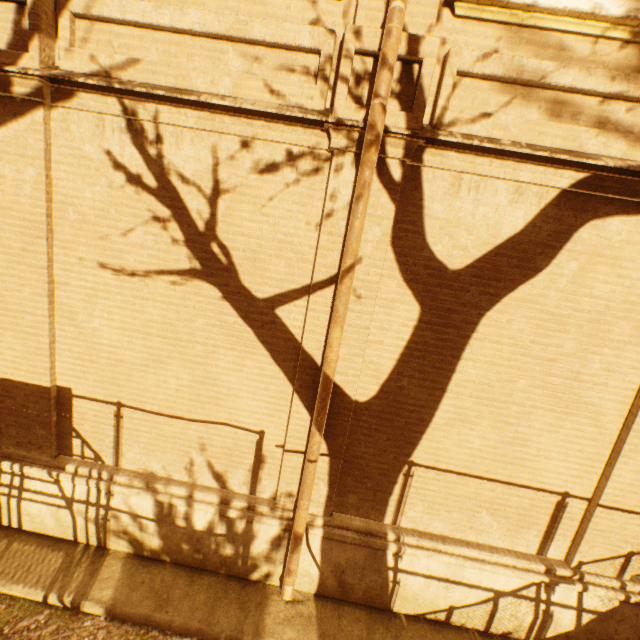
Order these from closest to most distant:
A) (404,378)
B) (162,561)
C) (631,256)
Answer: (631,256) → (404,378) → (162,561)
